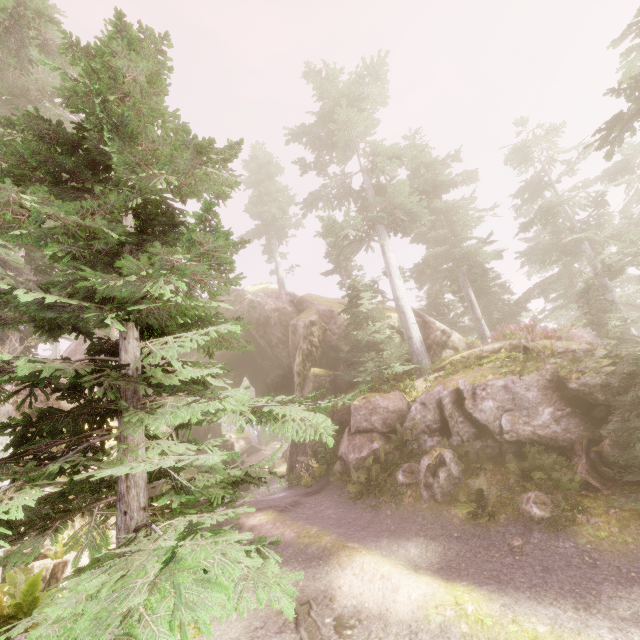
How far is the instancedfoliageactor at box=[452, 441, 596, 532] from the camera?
7.9m

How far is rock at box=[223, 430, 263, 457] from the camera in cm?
3325

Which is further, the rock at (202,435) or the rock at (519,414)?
the rock at (202,435)

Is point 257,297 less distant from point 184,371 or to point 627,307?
point 184,371

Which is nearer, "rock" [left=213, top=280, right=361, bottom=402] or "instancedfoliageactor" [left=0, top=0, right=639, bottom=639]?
"instancedfoliageactor" [left=0, top=0, right=639, bottom=639]

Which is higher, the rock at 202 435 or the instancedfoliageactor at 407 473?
the rock at 202 435
